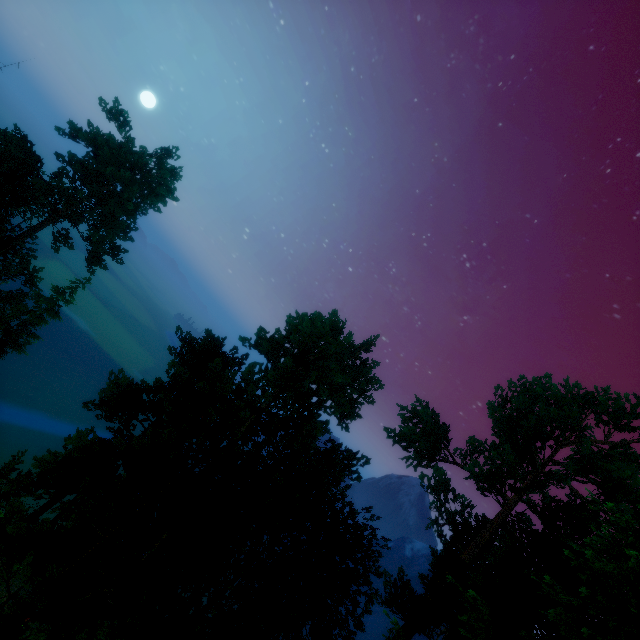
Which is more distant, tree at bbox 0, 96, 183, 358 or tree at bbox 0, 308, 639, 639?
tree at bbox 0, 96, 183, 358

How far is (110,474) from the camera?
9.1 meters

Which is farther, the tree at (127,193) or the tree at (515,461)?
the tree at (127,193)
